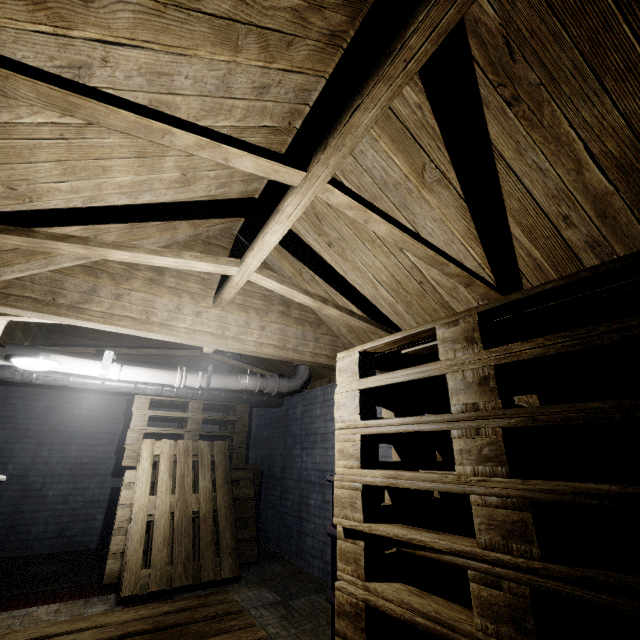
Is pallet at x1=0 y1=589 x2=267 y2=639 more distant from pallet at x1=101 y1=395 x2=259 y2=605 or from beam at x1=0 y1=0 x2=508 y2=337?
beam at x1=0 y1=0 x2=508 y2=337

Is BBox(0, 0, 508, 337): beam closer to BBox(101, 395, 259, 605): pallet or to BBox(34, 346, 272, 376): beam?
BBox(34, 346, 272, 376): beam

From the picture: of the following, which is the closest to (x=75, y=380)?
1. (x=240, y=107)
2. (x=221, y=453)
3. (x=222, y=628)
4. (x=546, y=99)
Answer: (x=221, y=453)

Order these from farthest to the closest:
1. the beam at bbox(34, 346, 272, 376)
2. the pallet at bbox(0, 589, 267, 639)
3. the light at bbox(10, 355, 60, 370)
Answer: the beam at bbox(34, 346, 272, 376) → the light at bbox(10, 355, 60, 370) → the pallet at bbox(0, 589, 267, 639)

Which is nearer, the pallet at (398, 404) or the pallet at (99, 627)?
the pallet at (398, 404)

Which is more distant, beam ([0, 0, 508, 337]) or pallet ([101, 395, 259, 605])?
pallet ([101, 395, 259, 605])

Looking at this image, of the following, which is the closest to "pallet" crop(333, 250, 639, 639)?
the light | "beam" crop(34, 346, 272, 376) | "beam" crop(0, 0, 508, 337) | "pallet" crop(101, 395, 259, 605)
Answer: "beam" crop(0, 0, 508, 337)

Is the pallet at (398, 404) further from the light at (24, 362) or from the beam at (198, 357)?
the light at (24, 362)
